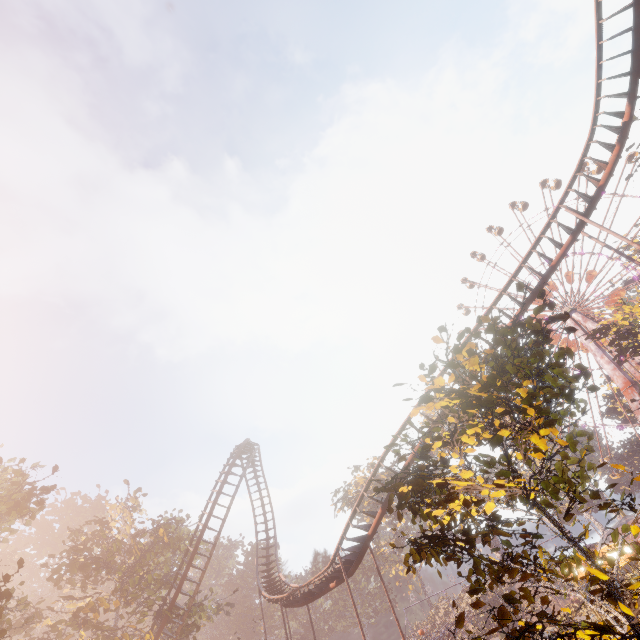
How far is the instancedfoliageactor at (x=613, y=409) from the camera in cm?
5044

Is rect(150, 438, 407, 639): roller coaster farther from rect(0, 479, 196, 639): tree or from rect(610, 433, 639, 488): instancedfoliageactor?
rect(610, 433, 639, 488): instancedfoliageactor

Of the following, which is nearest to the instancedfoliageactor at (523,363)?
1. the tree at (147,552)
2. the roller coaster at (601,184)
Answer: the roller coaster at (601,184)

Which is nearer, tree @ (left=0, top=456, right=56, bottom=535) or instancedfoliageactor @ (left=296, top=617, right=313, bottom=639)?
tree @ (left=0, top=456, right=56, bottom=535)

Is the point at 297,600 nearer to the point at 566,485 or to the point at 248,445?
the point at 248,445

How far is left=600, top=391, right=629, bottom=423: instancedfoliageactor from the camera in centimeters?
5044cm

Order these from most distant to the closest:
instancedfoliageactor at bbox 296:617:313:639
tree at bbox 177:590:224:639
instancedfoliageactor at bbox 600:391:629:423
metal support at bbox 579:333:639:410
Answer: instancedfoliageactor at bbox 296:617:313:639
instancedfoliageactor at bbox 600:391:629:423
metal support at bbox 579:333:639:410
tree at bbox 177:590:224:639

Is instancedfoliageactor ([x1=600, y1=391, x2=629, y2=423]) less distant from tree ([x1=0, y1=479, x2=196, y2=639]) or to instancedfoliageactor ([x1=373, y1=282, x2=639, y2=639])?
A: instancedfoliageactor ([x1=373, y1=282, x2=639, y2=639])
